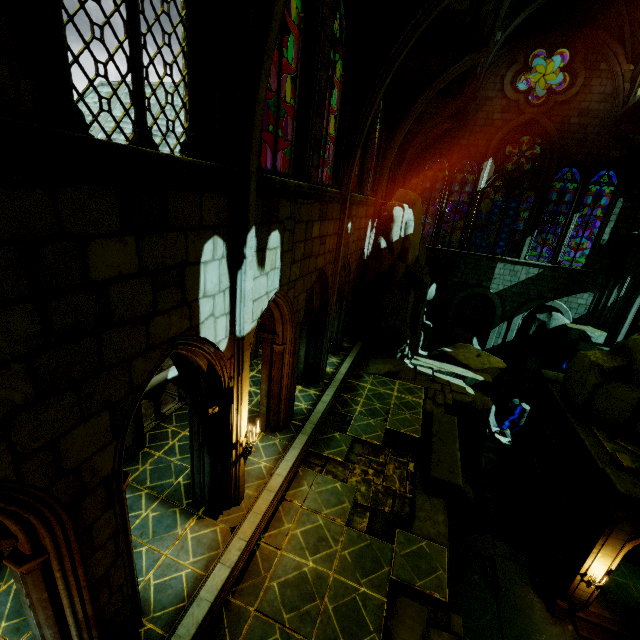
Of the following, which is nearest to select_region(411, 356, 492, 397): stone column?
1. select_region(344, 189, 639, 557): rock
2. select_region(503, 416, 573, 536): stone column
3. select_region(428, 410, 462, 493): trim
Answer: select_region(344, 189, 639, 557): rock

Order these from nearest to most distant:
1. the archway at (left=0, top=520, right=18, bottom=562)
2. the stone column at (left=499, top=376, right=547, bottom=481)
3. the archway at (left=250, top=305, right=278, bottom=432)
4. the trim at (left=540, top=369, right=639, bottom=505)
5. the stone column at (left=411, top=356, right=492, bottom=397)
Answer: the archway at (left=0, top=520, right=18, bottom=562) → the archway at (left=250, top=305, right=278, bottom=432) → the trim at (left=540, top=369, right=639, bottom=505) → the stone column at (left=411, top=356, right=492, bottom=397) → the stone column at (left=499, top=376, right=547, bottom=481)

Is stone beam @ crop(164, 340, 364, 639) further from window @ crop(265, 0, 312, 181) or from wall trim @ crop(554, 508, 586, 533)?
wall trim @ crop(554, 508, 586, 533)

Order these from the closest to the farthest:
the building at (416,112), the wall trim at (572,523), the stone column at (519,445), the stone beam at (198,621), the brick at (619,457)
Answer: the building at (416,112), the stone beam at (198,621), the brick at (619,457), the wall trim at (572,523), the stone column at (519,445)

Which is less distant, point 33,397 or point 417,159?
point 33,397

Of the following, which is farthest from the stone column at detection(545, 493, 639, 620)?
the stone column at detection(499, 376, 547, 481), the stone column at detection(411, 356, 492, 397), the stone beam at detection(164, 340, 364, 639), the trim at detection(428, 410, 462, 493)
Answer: the stone beam at detection(164, 340, 364, 639)

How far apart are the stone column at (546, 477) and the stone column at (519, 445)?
3.02m

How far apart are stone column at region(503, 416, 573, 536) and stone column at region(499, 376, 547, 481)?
3.0 meters
